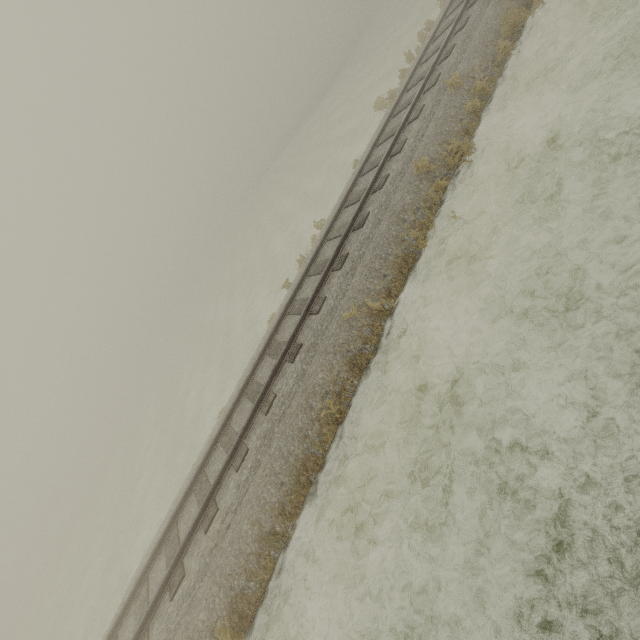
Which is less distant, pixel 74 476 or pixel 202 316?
pixel 202 316
